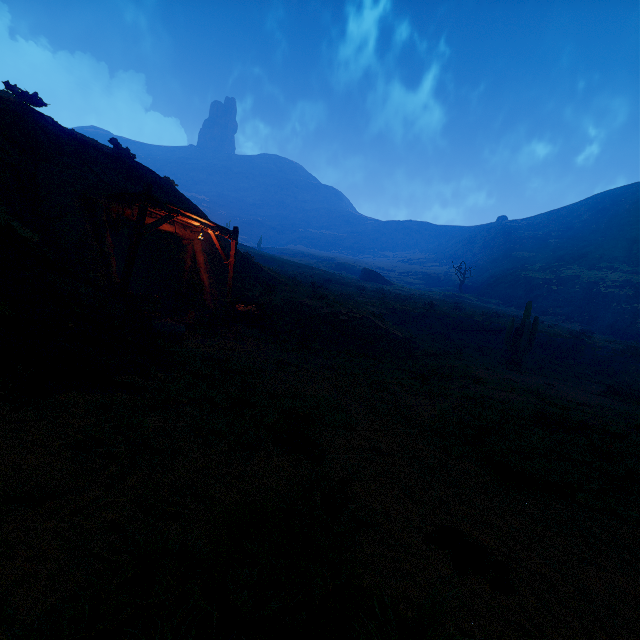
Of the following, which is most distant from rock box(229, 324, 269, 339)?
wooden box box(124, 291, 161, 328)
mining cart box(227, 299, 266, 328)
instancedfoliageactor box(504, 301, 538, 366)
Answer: instancedfoliageactor box(504, 301, 538, 366)

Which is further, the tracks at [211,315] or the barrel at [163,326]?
the tracks at [211,315]

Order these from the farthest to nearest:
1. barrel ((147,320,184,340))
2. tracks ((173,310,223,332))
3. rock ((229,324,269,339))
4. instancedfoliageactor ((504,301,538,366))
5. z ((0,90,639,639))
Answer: instancedfoliageactor ((504,301,538,366)) < rock ((229,324,269,339)) < tracks ((173,310,223,332)) < barrel ((147,320,184,340)) < z ((0,90,639,639))

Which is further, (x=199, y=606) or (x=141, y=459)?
(x=141, y=459)

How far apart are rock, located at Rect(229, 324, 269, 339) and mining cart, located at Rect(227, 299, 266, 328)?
0.02m

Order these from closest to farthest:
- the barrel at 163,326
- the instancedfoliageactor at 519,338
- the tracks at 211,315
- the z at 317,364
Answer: the z at 317,364
the barrel at 163,326
the tracks at 211,315
the instancedfoliageactor at 519,338

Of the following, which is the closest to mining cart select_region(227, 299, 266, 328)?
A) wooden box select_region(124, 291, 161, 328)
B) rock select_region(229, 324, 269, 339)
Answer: rock select_region(229, 324, 269, 339)

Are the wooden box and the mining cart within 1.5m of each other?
no
